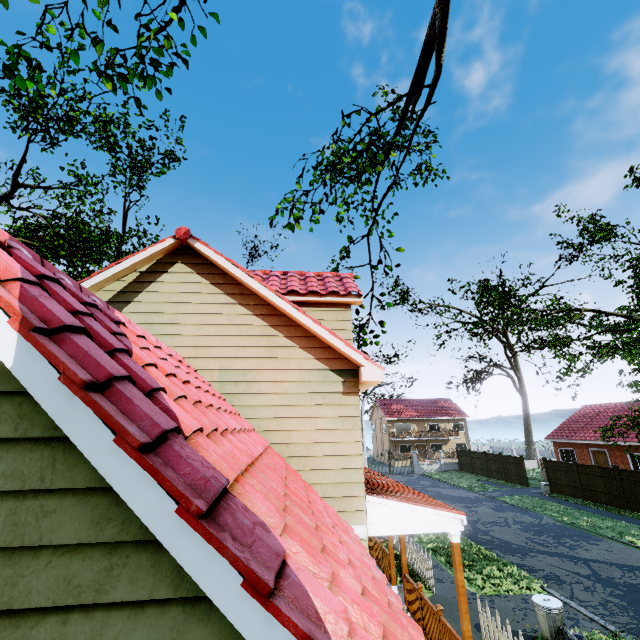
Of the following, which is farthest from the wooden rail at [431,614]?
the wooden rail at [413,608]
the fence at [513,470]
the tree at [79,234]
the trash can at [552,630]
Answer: the tree at [79,234]

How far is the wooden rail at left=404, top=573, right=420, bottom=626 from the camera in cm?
794

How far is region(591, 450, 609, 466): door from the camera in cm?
2758

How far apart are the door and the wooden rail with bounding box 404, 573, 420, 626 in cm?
2942

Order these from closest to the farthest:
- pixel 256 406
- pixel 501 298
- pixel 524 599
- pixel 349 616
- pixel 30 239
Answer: pixel 349 616 < pixel 256 406 < pixel 524 599 < pixel 501 298 < pixel 30 239

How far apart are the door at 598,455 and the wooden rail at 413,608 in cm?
2942

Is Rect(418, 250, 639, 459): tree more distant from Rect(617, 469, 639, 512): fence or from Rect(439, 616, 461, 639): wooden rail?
Rect(439, 616, 461, 639): wooden rail

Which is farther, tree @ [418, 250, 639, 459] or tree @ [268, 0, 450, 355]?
tree @ [418, 250, 639, 459]
